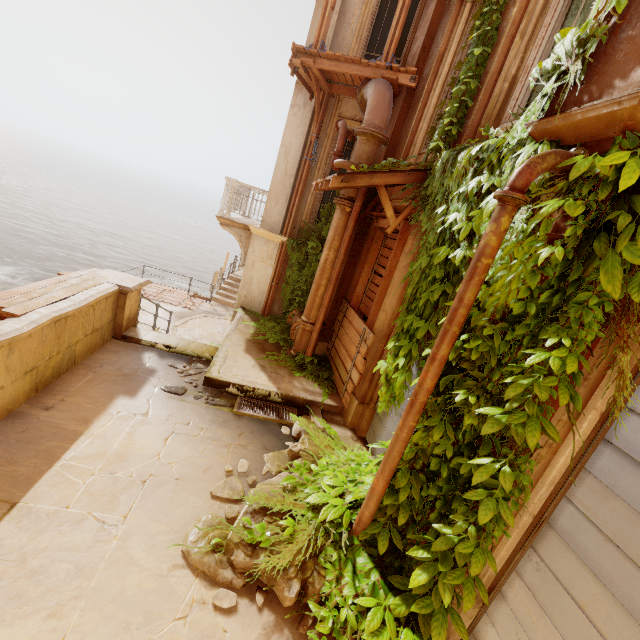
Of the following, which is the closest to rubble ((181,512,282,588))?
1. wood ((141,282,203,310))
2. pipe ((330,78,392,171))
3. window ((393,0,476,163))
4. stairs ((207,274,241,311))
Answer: pipe ((330,78,392,171))

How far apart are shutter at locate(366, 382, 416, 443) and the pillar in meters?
4.9

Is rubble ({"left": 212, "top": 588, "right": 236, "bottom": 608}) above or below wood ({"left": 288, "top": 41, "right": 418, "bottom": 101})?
below

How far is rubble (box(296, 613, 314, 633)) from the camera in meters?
2.8

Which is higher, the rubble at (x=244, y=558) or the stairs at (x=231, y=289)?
the rubble at (x=244, y=558)

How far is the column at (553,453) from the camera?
2.5m

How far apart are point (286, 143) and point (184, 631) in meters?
9.7

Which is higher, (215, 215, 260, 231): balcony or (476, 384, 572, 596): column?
(215, 215, 260, 231): balcony
